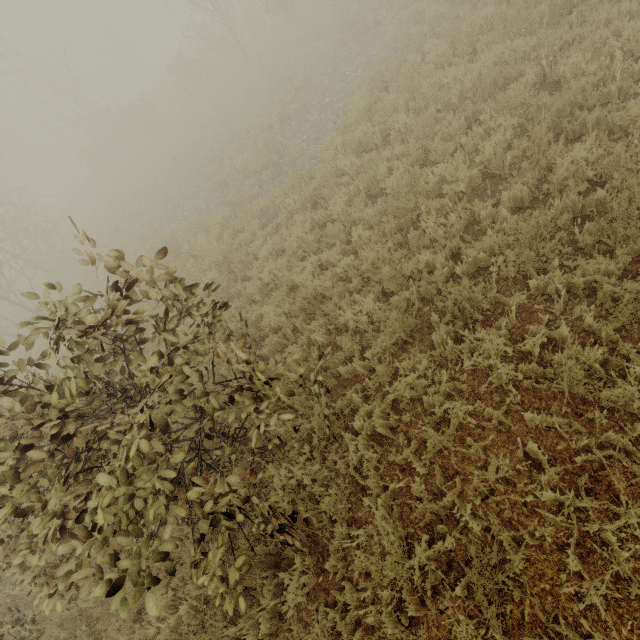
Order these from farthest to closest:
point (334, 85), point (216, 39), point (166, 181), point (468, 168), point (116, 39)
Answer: point (116, 39), point (216, 39), point (166, 181), point (334, 85), point (468, 168)
